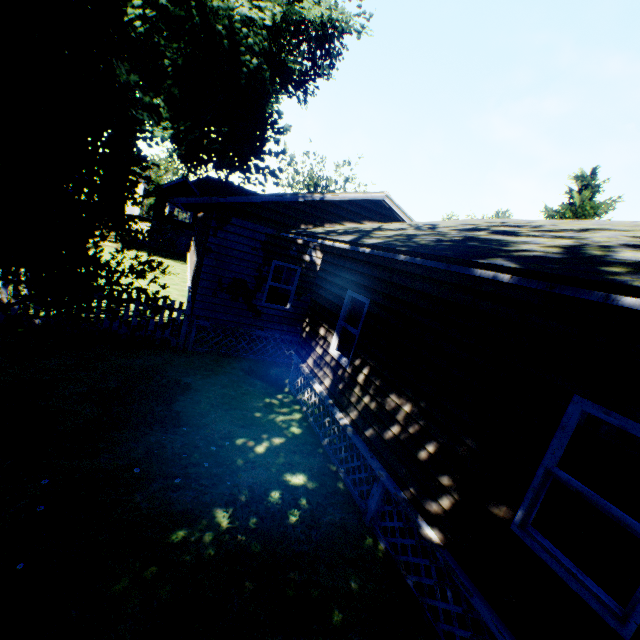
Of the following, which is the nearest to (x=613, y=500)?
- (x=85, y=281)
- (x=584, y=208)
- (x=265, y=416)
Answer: (x=265, y=416)

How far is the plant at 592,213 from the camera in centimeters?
1914cm

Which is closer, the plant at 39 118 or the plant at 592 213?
the plant at 39 118

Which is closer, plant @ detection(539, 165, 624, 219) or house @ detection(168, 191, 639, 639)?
house @ detection(168, 191, 639, 639)

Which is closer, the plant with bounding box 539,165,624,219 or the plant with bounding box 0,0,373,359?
the plant with bounding box 0,0,373,359

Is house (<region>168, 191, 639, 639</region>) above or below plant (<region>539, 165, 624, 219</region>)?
below

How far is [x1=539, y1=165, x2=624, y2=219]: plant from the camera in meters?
19.1 m
